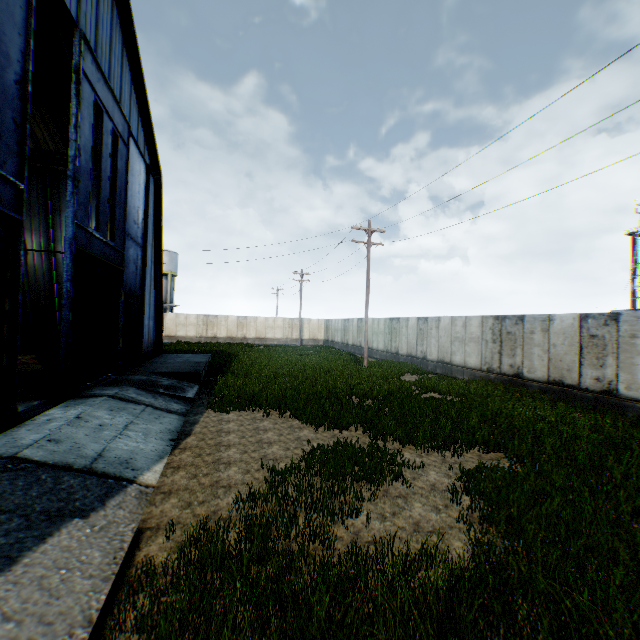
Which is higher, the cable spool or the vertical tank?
the vertical tank

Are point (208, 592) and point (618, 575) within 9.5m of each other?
yes

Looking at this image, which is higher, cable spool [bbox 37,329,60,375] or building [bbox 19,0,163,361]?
building [bbox 19,0,163,361]

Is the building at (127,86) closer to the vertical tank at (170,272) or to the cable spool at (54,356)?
the cable spool at (54,356)

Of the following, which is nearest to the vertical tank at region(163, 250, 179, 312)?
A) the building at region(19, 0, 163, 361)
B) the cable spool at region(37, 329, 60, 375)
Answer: the building at region(19, 0, 163, 361)

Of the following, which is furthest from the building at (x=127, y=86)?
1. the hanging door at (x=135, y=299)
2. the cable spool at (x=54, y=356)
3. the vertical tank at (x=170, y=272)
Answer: the vertical tank at (x=170, y=272)

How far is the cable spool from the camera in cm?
1232

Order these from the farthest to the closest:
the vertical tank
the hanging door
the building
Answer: the vertical tank < the building < the hanging door
